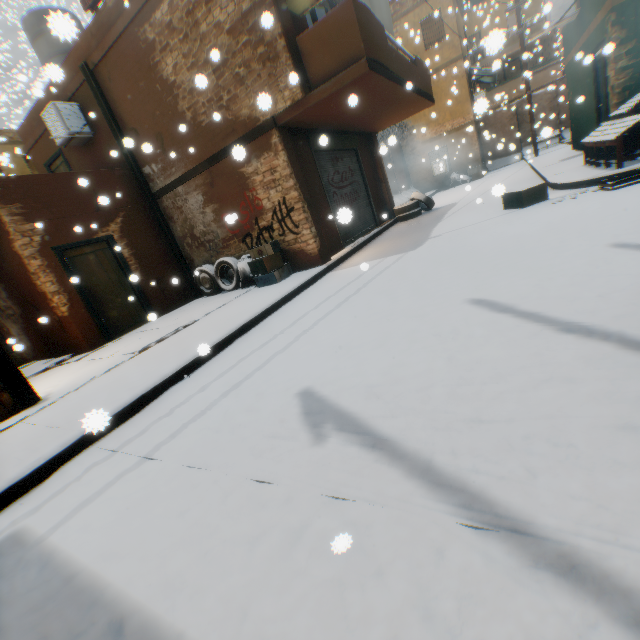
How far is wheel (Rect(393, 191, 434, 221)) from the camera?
12.0m

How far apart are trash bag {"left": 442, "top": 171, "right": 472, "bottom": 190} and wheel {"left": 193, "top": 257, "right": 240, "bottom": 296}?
15.9m

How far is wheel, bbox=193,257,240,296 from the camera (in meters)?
8.84

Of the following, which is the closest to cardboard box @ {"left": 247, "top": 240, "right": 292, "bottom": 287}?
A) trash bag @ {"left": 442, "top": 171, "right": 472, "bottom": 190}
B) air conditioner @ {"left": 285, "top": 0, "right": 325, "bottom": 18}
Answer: air conditioner @ {"left": 285, "top": 0, "right": 325, "bottom": 18}

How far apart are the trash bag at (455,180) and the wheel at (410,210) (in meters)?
8.20

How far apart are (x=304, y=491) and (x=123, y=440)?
2.35m

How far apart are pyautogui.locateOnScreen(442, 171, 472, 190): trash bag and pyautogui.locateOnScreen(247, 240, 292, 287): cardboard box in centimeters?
1568cm

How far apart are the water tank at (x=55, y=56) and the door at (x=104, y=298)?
1.7m
